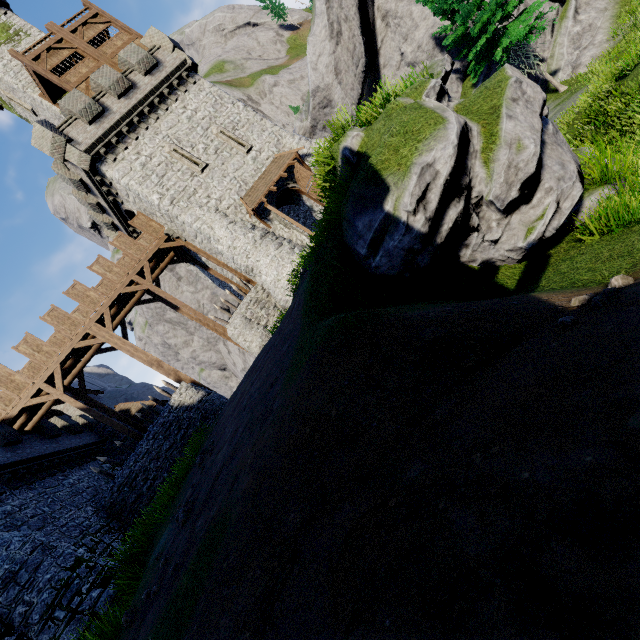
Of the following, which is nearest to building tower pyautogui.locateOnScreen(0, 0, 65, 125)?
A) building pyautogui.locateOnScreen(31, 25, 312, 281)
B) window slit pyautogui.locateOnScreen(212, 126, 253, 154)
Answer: building pyautogui.locateOnScreen(31, 25, 312, 281)

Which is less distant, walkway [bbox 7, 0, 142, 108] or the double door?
walkway [bbox 7, 0, 142, 108]

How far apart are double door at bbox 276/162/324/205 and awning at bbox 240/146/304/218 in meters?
0.3 m

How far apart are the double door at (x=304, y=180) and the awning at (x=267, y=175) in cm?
26

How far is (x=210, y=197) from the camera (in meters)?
20.08

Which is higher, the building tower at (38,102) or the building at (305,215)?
the building tower at (38,102)

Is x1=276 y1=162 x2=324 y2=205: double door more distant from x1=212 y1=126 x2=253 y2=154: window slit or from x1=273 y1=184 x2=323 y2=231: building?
x1=212 y1=126 x2=253 y2=154: window slit

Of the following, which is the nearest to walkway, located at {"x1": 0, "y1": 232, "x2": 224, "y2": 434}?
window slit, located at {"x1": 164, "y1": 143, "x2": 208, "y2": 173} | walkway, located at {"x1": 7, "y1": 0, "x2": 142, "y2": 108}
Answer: window slit, located at {"x1": 164, "y1": 143, "x2": 208, "y2": 173}
